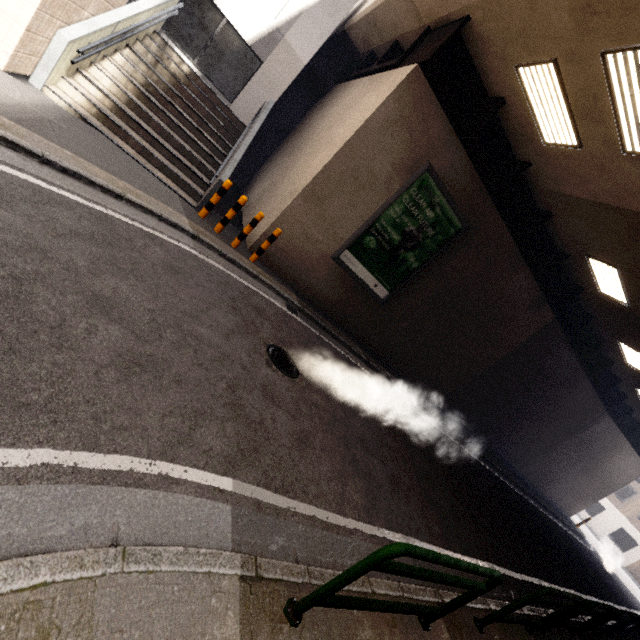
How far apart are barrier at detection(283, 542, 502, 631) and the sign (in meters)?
7.56

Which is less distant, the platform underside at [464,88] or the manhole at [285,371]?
the manhole at [285,371]

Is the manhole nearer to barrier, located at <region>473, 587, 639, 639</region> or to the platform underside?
barrier, located at <region>473, 587, 639, 639</region>

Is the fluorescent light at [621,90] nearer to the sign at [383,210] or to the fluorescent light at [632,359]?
the sign at [383,210]

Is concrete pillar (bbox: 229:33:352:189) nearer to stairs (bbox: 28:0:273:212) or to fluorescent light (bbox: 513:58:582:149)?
stairs (bbox: 28:0:273:212)

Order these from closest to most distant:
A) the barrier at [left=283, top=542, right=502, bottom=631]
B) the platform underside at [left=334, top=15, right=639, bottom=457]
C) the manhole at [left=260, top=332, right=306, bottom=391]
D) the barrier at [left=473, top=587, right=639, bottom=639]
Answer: the barrier at [left=283, top=542, right=502, bottom=631] → the barrier at [left=473, top=587, right=639, bottom=639] → the manhole at [left=260, top=332, right=306, bottom=391] → the platform underside at [left=334, top=15, right=639, bottom=457]

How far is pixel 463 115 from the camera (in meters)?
7.63

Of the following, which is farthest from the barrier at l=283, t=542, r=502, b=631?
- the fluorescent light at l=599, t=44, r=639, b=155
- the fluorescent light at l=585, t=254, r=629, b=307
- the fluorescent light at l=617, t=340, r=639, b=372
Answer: the fluorescent light at l=617, t=340, r=639, b=372
